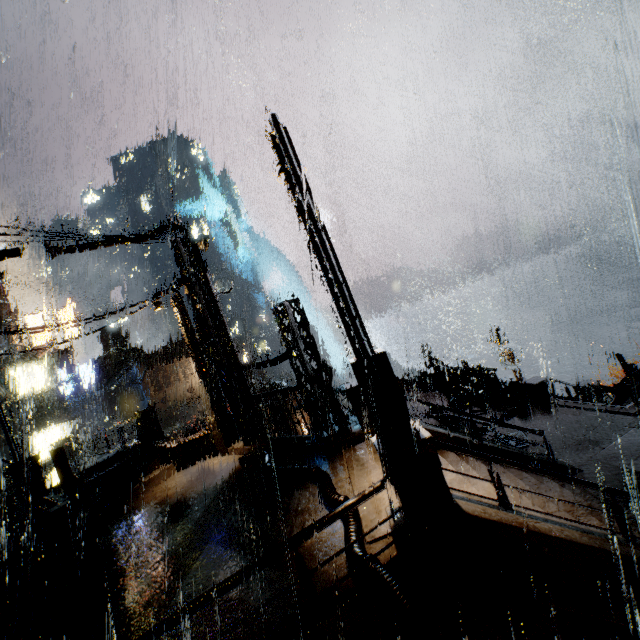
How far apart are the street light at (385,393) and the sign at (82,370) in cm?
3741

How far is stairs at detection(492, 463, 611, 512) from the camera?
7.92m

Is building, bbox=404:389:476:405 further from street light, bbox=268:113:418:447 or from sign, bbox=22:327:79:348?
street light, bbox=268:113:418:447

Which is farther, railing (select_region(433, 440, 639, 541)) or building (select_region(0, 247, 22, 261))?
building (select_region(0, 247, 22, 261))

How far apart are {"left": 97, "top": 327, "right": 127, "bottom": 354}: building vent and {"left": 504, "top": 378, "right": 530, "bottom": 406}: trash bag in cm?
5550

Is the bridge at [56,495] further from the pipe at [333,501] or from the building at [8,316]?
the pipe at [333,501]

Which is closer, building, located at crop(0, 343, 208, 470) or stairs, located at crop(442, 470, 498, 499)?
stairs, located at crop(442, 470, 498, 499)

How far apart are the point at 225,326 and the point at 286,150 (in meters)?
9.97
